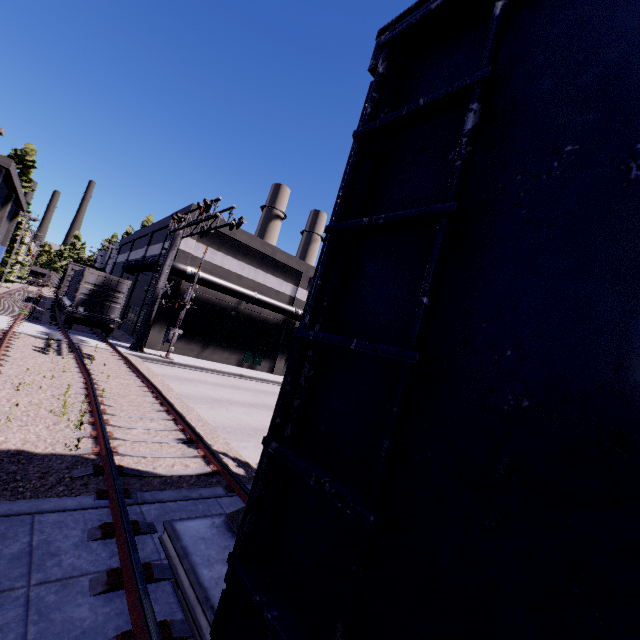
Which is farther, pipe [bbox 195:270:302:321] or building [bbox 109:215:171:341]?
building [bbox 109:215:171:341]

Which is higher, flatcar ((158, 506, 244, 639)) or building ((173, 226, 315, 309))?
building ((173, 226, 315, 309))

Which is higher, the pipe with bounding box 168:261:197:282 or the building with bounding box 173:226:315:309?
the building with bounding box 173:226:315:309

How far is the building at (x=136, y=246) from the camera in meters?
28.0

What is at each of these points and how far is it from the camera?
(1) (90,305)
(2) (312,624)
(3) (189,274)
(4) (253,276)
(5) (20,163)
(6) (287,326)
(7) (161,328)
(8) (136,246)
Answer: (1) cargo container door, 20.0 meters
(2) cargo car, 1.2 meters
(3) pipe, 22.5 meters
(4) building, 27.4 meters
(5) tree, 43.4 meters
(6) building, 29.9 meters
(7) building, 22.9 meters
(8) building, 36.9 meters

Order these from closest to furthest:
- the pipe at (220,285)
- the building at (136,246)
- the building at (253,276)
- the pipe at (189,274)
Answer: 1. the pipe at (189,274)
2. the pipe at (220,285)
3. the building at (253,276)
4. the building at (136,246)

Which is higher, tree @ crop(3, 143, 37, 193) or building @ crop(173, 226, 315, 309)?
tree @ crop(3, 143, 37, 193)

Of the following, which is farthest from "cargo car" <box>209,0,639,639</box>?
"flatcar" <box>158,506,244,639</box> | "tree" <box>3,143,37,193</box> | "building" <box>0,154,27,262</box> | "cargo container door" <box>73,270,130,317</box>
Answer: "tree" <box>3,143,37,193</box>
